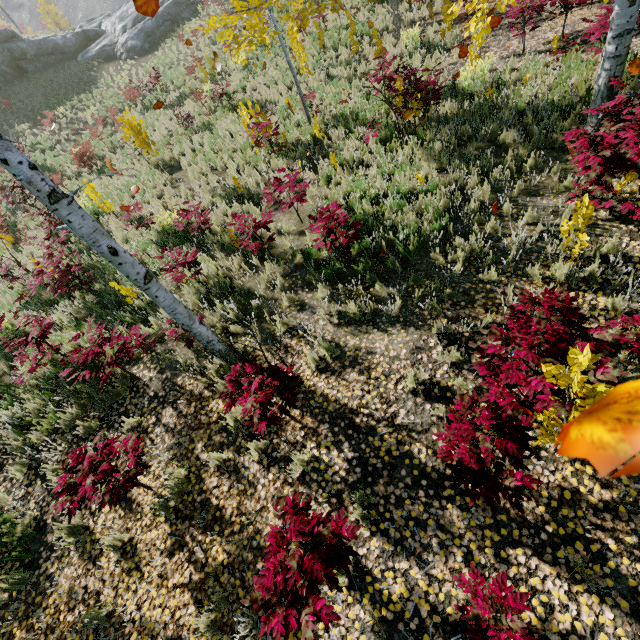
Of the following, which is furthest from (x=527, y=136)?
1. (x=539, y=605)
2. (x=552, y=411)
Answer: (x=539, y=605)

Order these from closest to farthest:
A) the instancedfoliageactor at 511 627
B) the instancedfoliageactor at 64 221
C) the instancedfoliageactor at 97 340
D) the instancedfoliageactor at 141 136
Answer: the instancedfoliageactor at 511 627 < the instancedfoliageactor at 64 221 < the instancedfoliageactor at 97 340 < the instancedfoliageactor at 141 136

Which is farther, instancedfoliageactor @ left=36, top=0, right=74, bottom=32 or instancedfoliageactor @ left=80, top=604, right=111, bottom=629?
instancedfoliageactor @ left=36, top=0, right=74, bottom=32

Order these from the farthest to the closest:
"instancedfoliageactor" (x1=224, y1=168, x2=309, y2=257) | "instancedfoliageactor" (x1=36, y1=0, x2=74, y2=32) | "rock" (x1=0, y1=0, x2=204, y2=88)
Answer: "instancedfoliageactor" (x1=36, y1=0, x2=74, y2=32) → "rock" (x1=0, y1=0, x2=204, y2=88) → "instancedfoliageactor" (x1=224, y1=168, x2=309, y2=257)

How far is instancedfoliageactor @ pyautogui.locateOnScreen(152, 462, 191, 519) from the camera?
4.1 meters

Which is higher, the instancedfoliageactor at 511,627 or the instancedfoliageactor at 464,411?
the instancedfoliageactor at 464,411
